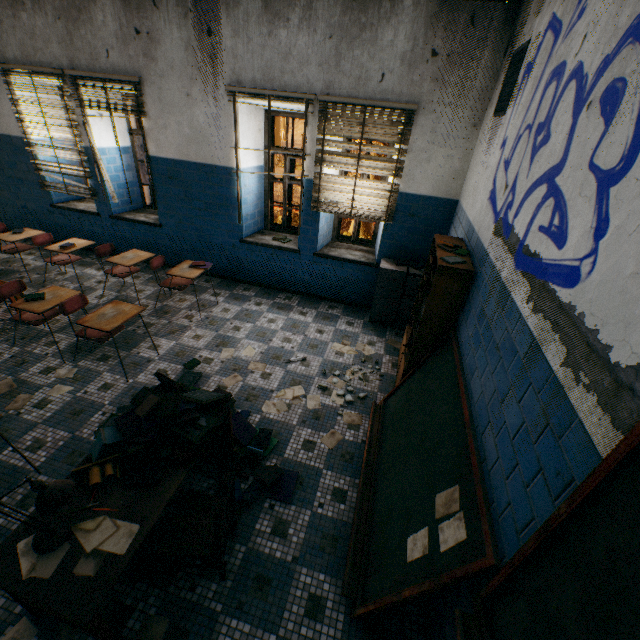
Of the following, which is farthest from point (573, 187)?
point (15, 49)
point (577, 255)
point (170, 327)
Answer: point (15, 49)

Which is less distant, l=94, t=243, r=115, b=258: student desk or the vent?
the vent

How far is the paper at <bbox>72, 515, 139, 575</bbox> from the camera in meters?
1.7

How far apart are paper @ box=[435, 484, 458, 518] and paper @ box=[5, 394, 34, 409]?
4.1m

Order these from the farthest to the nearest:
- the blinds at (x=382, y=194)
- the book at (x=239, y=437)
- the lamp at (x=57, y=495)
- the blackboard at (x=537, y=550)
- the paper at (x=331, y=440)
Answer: the blinds at (x=382, y=194), the paper at (x=331, y=440), the book at (x=239, y=437), the lamp at (x=57, y=495), the blackboard at (x=537, y=550)

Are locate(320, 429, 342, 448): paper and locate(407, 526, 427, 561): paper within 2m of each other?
yes

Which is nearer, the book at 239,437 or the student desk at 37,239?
the book at 239,437

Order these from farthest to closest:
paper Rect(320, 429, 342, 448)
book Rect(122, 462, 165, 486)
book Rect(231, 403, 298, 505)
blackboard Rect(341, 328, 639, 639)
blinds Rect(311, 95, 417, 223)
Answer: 1. blinds Rect(311, 95, 417, 223)
2. paper Rect(320, 429, 342, 448)
3. book Rect(231, 403, 298, 505)
4. book Rect(122, 462, 165, 486)
5. blackboard Rect(341, 328, 639, 639)
